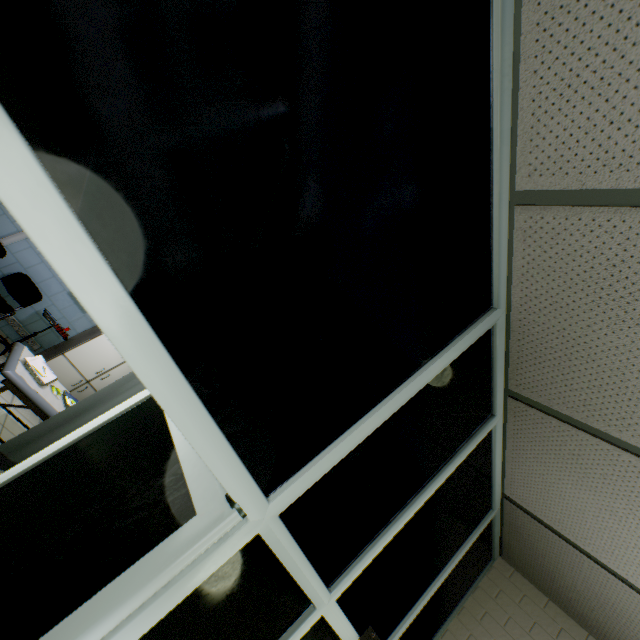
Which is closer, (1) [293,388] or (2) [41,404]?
(1) [293,388]

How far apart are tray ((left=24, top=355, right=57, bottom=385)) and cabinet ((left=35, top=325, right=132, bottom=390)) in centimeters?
138cm

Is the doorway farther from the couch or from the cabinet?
the cabinet

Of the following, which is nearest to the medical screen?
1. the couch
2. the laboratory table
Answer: the couch

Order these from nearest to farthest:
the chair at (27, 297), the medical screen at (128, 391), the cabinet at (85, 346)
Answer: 1. the medical screen at (128, 391)
2. the chair at (27, 297)
3. the cabinet at (85, 346)

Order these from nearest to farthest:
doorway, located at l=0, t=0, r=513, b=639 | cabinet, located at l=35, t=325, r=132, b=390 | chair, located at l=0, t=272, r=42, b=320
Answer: doorway, located at l=0, t=0, r=513, b=639 < chair, located at l=0, t=272, r=42, b=320 < cabinet, located at l=35, t=325, r=132, b=390

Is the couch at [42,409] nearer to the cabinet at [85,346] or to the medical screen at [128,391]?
the medical screen at [128,391]

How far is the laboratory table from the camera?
4.9m
